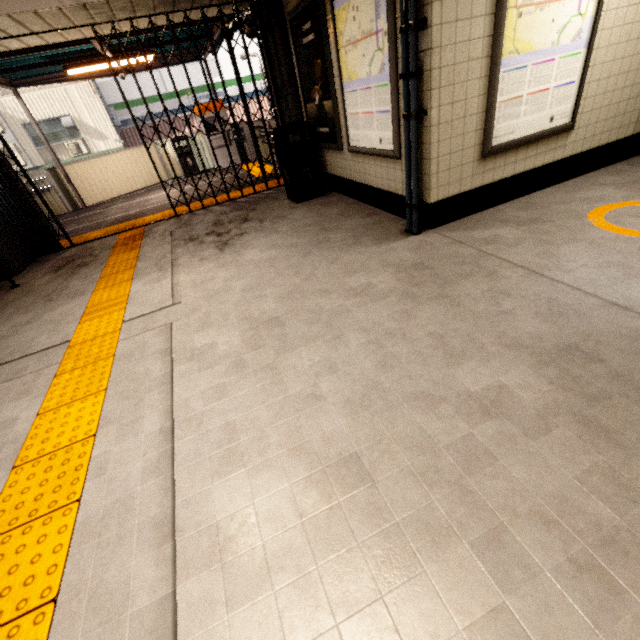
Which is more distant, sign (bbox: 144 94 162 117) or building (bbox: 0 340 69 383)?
sign (bbox: 144 94 162 117)

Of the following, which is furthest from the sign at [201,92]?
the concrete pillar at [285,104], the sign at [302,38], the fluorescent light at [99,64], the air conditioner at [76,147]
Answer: the sign at [302,38]

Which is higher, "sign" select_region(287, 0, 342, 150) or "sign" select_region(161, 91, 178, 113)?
"sign" select_region(161, 91, 178, 113)

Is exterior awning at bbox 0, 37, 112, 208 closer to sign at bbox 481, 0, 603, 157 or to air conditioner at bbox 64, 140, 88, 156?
sign at bbox 481, 0, 603, 157

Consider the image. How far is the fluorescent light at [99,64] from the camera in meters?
6.9

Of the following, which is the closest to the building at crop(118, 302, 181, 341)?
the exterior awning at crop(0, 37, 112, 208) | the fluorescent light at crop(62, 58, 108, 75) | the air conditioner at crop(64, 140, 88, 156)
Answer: the exterior awning at crop(0, 37, 112, 208)

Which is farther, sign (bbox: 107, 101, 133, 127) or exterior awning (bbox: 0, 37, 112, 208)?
sign (bbox: 107, 101, 133, 127)

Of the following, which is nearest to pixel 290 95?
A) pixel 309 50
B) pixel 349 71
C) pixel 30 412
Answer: pixel 309 50
